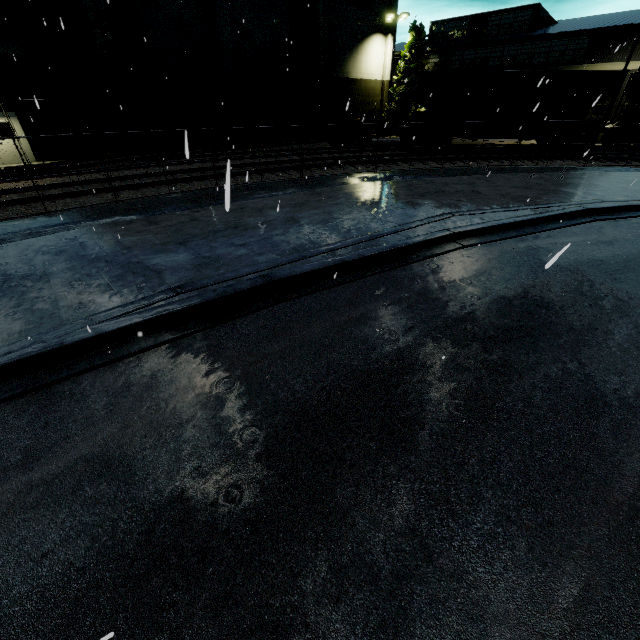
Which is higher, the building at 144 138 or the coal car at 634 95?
the coal car at 634 95

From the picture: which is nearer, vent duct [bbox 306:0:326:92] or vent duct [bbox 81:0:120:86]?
vent duct [bbox 81:0:120:86]

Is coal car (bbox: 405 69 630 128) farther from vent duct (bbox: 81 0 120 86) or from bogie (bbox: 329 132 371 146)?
vent duct (bbox: 81 0 120 86)

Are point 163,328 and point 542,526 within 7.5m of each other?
yes

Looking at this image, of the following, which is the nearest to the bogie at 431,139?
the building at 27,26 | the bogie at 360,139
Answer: the bogie at 360,139

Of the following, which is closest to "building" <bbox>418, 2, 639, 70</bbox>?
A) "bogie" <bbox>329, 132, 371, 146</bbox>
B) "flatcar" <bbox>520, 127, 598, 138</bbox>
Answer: "flatcar" <bbox>520, 127, 598, 138</bbox>

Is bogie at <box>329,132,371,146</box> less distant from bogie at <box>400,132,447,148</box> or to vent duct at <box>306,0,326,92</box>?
vent duct at <box>306,0,326,92</box>

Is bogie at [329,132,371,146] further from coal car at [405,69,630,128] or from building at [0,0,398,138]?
building at [0,0,398,138]
